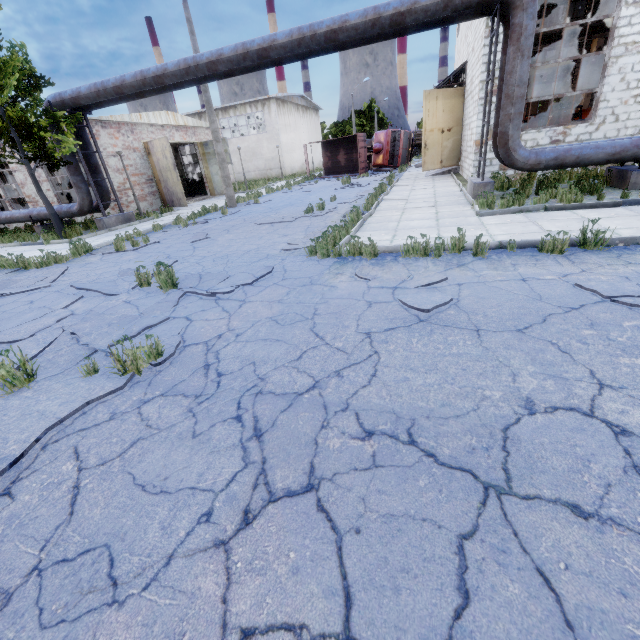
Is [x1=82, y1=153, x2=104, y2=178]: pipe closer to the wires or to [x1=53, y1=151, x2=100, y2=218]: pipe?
[x1=53, y1=151, x2=100, y2=218]: pipe

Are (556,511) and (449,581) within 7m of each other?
yes

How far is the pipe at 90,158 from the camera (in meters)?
14.63

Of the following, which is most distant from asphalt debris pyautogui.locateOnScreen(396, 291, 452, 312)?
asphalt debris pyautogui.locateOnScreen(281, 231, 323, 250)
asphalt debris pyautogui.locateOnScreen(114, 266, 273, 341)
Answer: asphalt debris pyautogui.locateOnScreen(281, 231, 323, 250)

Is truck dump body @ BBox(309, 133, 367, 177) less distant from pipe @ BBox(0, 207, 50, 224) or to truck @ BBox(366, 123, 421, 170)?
truck @ BBox(366, 123, 421, 170)

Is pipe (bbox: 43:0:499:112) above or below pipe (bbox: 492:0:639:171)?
above

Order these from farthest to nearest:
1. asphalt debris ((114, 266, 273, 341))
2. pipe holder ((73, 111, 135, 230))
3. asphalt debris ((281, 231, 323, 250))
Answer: pipe holder ((73, 111, 135, 230)) < asphalt debris ((281, 231, 323, 250)) < asphalt debris ((114, 266, 273, 341))

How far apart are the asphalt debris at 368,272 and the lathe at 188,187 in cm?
2660
